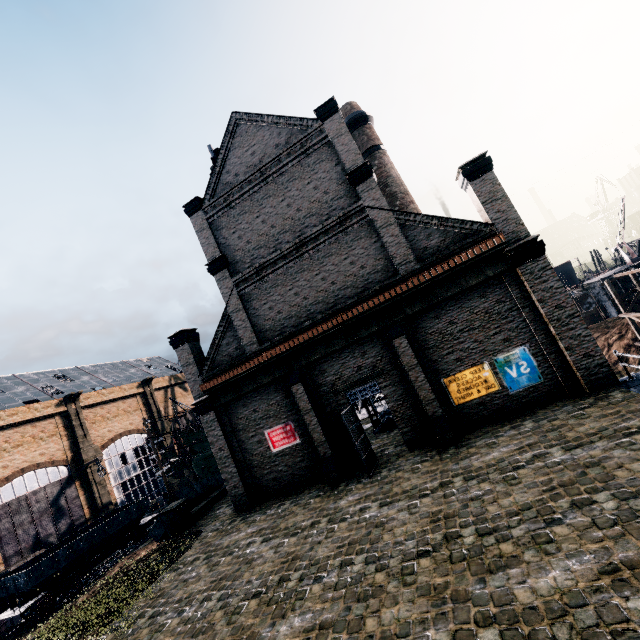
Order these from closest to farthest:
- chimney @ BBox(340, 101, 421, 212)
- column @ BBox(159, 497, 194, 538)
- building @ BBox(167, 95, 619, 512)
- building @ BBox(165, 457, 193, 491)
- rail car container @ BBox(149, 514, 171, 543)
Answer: building @ BBox(167, 95, 619, 512)
column @ BBox(159, 497, 194, 538)
rail car container @ BBox(149, 514, 171, 543)
chimney @ BBox(340, 101, 421, 212)
building @ BBox(165, 457, 193, 491)

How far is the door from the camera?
15.2m

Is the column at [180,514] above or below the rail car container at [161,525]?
above

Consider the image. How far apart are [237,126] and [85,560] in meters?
36.5 m

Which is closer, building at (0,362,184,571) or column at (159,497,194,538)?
column at (159,497,194,538)

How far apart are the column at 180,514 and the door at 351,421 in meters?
12.6 m

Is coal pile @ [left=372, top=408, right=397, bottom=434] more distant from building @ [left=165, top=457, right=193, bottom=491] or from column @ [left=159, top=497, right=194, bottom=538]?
column @ [left=159, top=497, right=194, bottom=538]

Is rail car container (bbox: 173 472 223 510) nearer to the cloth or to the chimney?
the cloth
